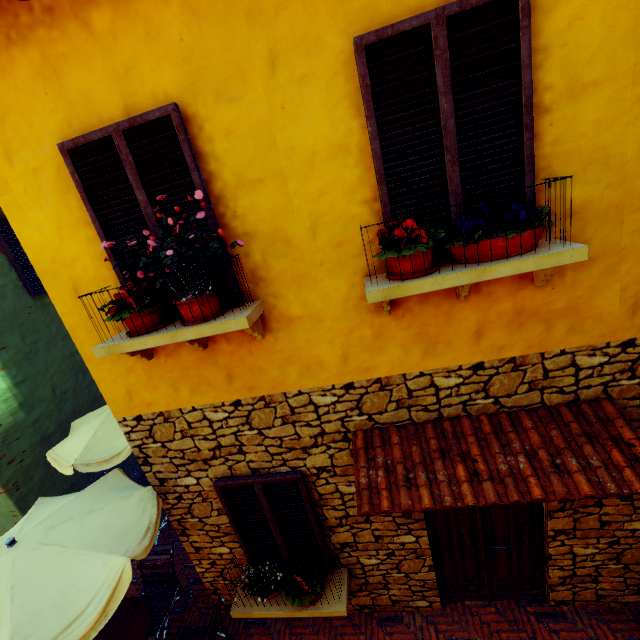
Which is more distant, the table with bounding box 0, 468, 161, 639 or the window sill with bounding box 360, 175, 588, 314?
the table with bounding box 0, 468, 161, 639

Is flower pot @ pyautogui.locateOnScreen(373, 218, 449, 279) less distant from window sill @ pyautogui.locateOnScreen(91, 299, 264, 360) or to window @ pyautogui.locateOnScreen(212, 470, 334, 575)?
window sill @ pyautogui.locateOnScreen(91, 299, 264, 360)

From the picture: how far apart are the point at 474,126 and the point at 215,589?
6.5m

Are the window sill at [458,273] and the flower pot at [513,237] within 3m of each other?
yes

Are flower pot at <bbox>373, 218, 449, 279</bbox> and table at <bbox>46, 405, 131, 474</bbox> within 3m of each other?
no

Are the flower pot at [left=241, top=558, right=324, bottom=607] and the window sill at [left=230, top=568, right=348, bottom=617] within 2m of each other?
yes

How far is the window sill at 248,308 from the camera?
2.7 meters

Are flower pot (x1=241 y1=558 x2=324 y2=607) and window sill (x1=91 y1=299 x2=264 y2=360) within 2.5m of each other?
no
